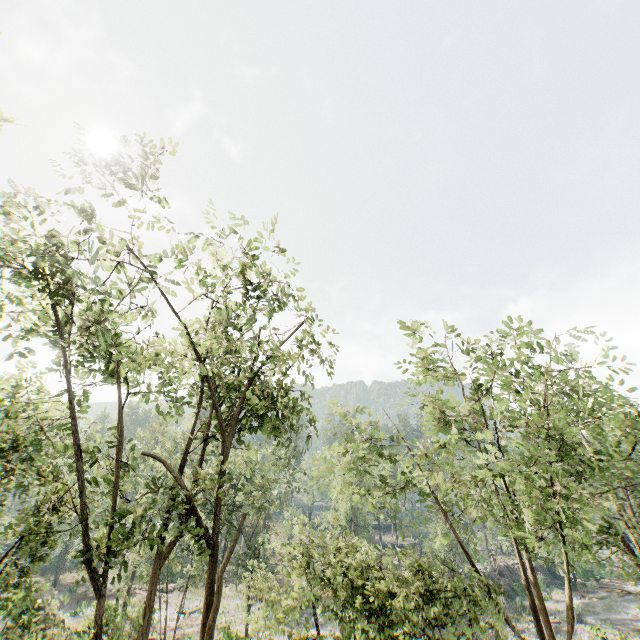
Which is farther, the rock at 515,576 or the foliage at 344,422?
the rock at 515,576

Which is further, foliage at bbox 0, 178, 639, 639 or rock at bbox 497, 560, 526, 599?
rock at bbox 497, 560, 526, 599

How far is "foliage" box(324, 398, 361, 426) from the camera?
19.7 meters

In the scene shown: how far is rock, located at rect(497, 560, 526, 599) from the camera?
42.5m

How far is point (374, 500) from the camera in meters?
17.3 m

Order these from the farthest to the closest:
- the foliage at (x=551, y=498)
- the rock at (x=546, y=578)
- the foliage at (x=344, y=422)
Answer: the rock at (x=546, y=578)
the foliage at (x=344, y=422)
the foliage at (x=551, y=498)

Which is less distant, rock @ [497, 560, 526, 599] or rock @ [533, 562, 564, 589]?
rock @ [497, 560, 526, 599]

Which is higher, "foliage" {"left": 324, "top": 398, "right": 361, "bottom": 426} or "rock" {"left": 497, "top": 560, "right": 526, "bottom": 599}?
"foliage" {"left": 324, "top": 398, "right": 361, "bottom": 426}
